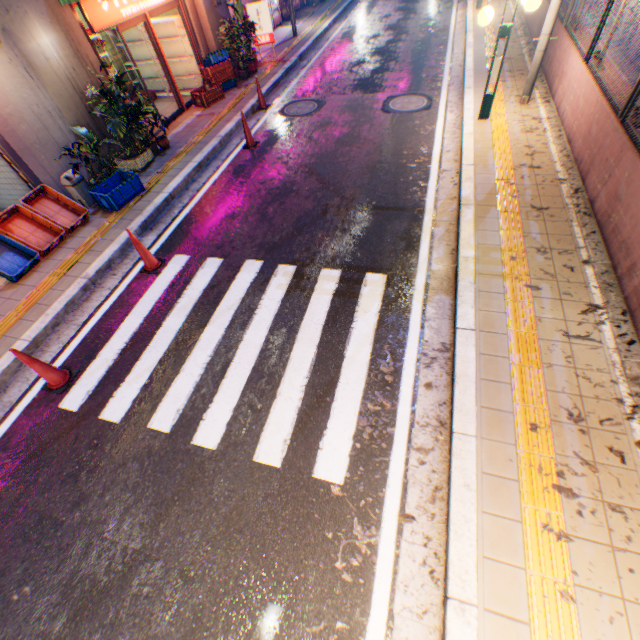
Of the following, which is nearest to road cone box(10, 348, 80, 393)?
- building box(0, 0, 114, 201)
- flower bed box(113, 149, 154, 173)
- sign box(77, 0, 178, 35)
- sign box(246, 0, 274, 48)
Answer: building box(0, 0, 114, 201)

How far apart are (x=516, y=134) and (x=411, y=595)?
8.42m

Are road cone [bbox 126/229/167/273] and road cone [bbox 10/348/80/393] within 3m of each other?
yes

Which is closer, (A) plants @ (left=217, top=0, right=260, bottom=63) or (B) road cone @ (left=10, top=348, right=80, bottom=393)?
(B) road cone @ (left=10, top=348, right=80, bottom=393)

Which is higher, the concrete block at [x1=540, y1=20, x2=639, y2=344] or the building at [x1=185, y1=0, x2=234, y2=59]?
the building at [x1=185, y1=0, x2=234, y2=59]

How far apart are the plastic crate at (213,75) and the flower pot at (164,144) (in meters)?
2.62

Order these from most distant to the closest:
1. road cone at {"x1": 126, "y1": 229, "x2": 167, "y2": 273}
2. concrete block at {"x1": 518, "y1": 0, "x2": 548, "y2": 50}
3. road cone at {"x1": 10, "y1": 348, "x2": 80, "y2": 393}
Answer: concrete block at {"x1": 518, "y1": 0, "x2": 548, "y2": 50}, road cone at {"x1": 126, "y1": 229, "x2": 167, "y2": 273}, road cone at {"x1": 10, "y1": 348, "x2": 80, "y2": 393}

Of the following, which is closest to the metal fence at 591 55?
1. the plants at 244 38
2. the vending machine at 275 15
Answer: the vending machine at 275 15
